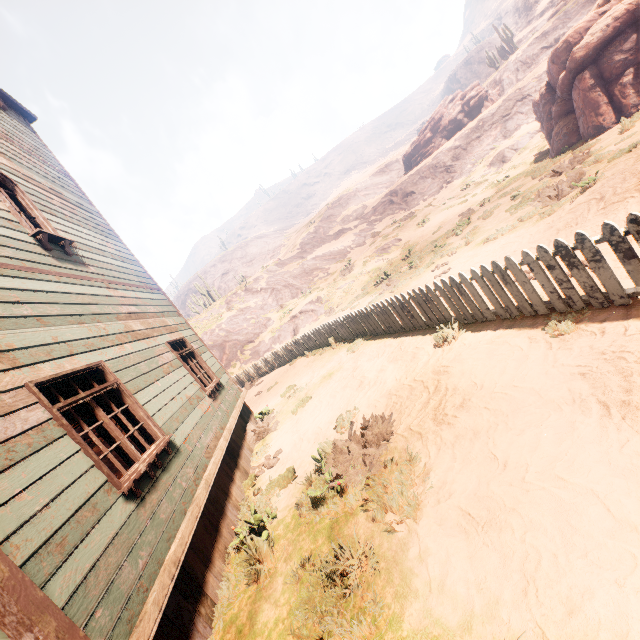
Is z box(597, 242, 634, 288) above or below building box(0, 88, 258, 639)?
below

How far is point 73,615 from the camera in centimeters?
234cm

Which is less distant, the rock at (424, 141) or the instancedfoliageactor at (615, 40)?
the instancedfoliageactor at (615, 40)

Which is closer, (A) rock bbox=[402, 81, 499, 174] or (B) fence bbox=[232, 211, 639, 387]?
(B) fence bbox=[232, 211, 639, 387]

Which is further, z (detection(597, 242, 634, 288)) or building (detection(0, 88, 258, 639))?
z (detection(597, 242, 634, 288))

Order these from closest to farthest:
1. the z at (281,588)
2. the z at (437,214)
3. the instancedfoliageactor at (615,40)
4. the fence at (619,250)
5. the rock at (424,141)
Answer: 1. the z at (281,588)
2. the fence at (619,250)
3. the z at (437,214)
4. the instancedfoliageactor at (615,40)
5. the rock at (424,141)

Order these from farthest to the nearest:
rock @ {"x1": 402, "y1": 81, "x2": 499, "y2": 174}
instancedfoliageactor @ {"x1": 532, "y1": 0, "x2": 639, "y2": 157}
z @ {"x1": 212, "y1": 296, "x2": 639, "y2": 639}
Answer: rock @ {"x1": 402, "y1": 81, "x2": 499, "y2": 174} → instancedfoliageactor @ {"x1": 532, "y1": 0, "x2": 639, "y2": 157} → z @ {"x1": 212, "y1": 296, "x2": 639, "y2": 639}

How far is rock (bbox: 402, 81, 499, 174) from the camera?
39.44m
